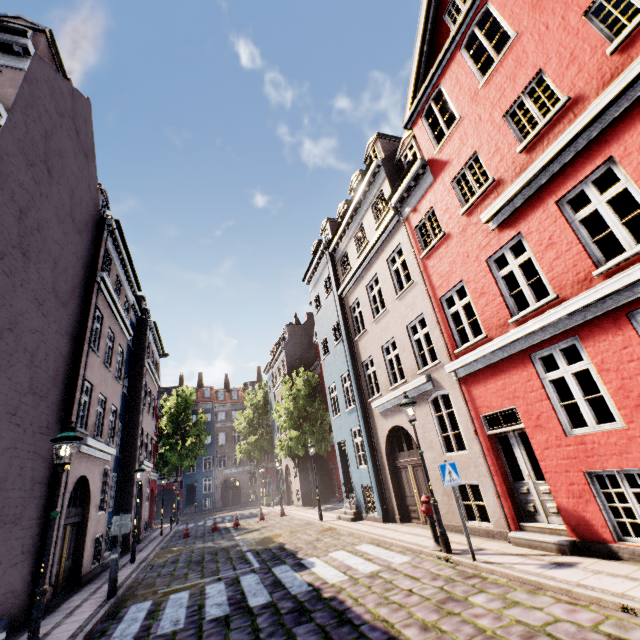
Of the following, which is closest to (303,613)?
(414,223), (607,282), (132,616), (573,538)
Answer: (132,616)

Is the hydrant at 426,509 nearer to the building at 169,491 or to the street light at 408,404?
the street light at 408,404

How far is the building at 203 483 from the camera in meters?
41.9

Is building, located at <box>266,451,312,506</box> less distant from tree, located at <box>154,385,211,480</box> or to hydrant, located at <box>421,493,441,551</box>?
hydrant, located at <box>421,493,441,551</box>

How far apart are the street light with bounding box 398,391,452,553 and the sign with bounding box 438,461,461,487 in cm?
98

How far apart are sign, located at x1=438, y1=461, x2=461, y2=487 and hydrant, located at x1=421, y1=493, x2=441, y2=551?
1.5m

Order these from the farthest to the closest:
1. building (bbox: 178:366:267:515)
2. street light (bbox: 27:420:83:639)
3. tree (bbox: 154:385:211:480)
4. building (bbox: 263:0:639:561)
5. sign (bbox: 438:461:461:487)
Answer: building (bbox: 178:366:267:515) < tree (bbox: 154:385:211:480) < sign (bbox: 438:461:461:487) < building (bbox: 263:0:639:561) < street light (bbox: 27:420:83:639)

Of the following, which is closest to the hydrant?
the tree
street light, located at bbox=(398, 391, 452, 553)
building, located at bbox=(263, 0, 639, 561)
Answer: street light, located at bbox=(398, 391, 452, 553)
